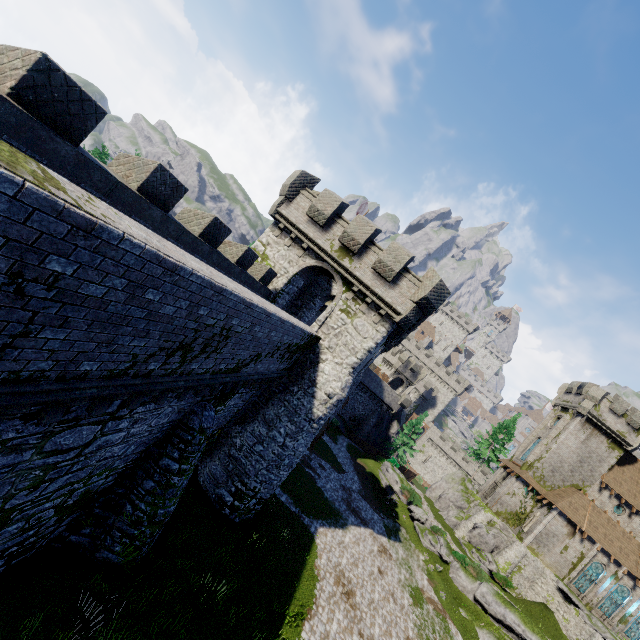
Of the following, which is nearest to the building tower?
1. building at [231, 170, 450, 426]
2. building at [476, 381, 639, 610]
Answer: building at [231, 170, 450, 426]

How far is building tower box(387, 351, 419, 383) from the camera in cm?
5859

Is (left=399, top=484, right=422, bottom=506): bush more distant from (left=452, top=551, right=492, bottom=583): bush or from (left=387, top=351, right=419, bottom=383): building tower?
(left=387, top=351, right=419, bottom=383): building tower

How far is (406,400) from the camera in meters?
54.9

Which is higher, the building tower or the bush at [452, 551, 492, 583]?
the building tower

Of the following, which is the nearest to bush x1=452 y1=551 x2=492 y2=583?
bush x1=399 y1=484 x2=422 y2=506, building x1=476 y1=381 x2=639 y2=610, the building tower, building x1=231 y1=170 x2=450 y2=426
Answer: bush x1=399 y1=484 x2=422 y2=506

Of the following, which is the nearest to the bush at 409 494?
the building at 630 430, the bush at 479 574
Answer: the bush at 479 574

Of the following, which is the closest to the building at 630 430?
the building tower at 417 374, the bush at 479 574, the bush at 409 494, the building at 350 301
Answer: the bush at 479 574
